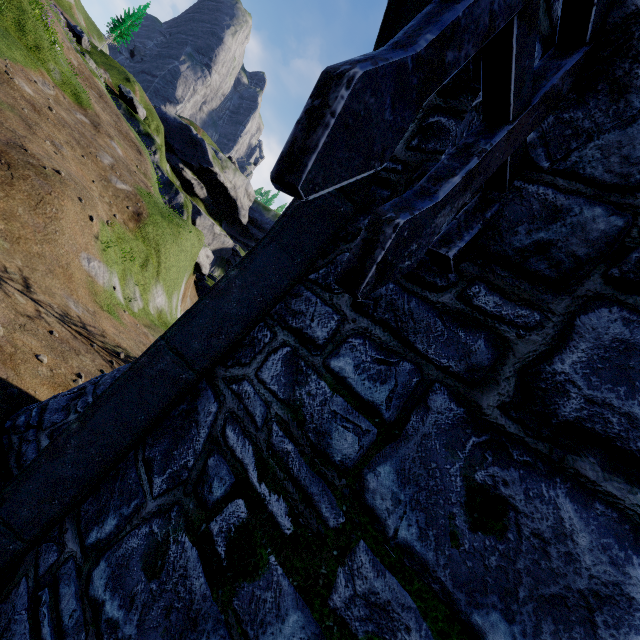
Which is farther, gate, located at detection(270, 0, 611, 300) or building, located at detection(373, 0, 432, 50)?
building, located at detection(373, 0, 432, 50)

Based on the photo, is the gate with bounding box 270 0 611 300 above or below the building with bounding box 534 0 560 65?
below

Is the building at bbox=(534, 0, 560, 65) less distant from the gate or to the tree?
the gate

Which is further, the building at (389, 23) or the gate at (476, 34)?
the building at (389, 23)

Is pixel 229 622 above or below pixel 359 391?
below

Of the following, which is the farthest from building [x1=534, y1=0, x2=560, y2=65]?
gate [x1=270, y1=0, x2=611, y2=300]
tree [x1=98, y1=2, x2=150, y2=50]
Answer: tree [x1=98, y1=2, x2=150, y2=50]

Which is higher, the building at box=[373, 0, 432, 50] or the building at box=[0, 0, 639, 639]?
the building at box=[373, 0, 432, 50]

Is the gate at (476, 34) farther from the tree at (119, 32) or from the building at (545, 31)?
the tree at (119, 32)
